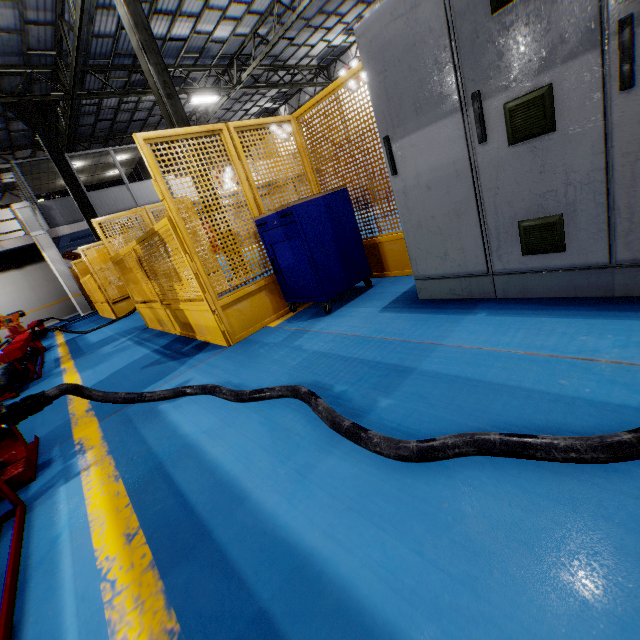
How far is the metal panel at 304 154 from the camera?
3.3m

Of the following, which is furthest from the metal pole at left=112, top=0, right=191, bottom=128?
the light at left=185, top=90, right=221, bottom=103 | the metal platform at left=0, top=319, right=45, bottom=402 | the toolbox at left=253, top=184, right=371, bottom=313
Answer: the light at left=185, top=90, right=221, bottom=103

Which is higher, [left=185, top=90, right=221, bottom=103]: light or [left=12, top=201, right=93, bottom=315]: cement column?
[left=185, top=90, right=221, bottom=103]: light

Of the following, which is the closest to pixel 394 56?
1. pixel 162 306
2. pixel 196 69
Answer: pixel 162 306

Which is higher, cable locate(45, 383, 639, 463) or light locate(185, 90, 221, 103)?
light locate(185, 90, 221, 103)

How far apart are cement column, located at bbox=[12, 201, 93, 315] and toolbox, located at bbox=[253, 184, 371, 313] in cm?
1591

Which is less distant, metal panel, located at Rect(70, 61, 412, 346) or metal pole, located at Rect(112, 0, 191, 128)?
metal panel, located at Rect(70, 61, 412, 346)

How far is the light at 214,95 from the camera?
15.3 meters
